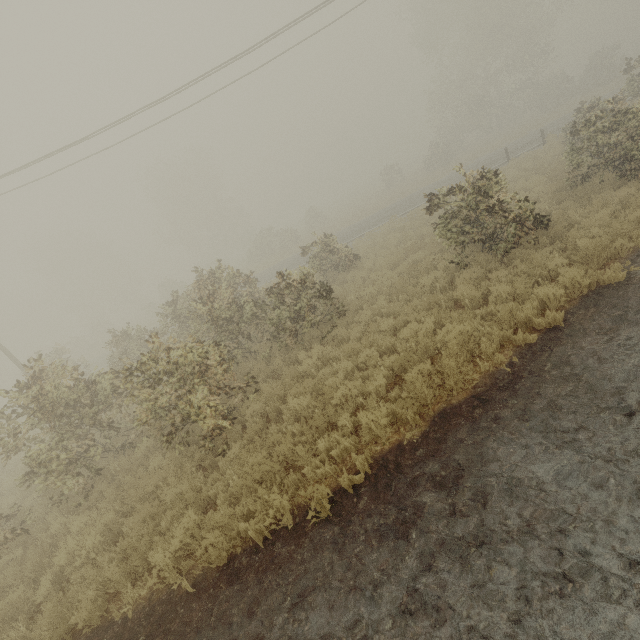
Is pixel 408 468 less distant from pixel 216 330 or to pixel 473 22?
pixel 216 330

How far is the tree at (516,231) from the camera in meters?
8.7 m

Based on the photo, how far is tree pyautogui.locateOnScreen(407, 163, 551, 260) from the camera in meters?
8.7 m
